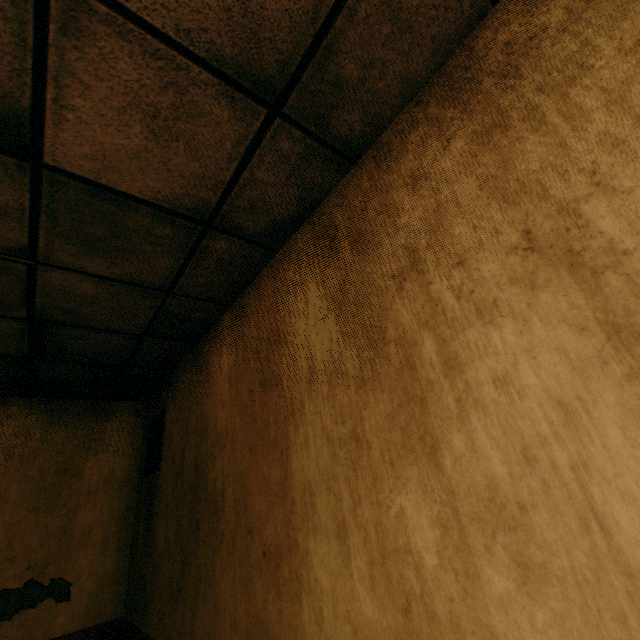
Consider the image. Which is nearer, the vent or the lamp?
the lamp

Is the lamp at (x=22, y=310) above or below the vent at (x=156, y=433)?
above

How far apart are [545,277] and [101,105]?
1.47m

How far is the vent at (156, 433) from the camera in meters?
3.0 m

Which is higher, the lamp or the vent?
the lamp

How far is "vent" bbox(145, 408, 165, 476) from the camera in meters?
3.0
